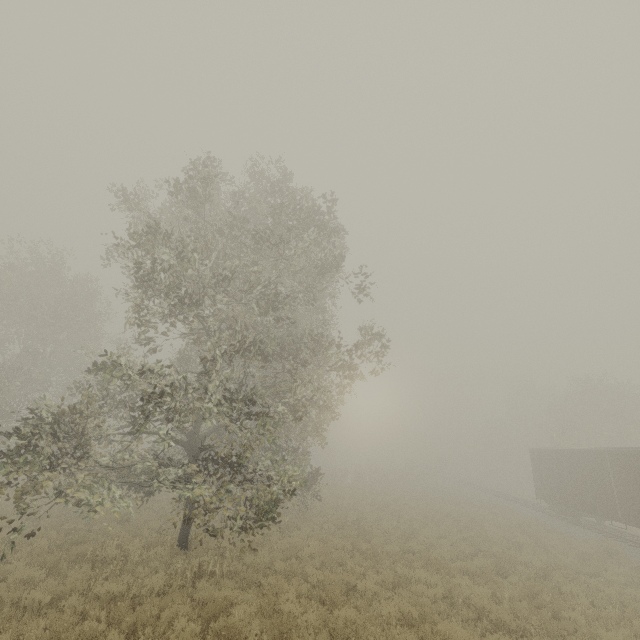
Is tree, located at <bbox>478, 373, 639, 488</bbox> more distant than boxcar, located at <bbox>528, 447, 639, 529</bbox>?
Yes

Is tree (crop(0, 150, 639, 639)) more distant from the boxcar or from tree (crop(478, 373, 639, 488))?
the boxcar

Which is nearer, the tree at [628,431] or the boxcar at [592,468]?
the boxcar at [592,468]

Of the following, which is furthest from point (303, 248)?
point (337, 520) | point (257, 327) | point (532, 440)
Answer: point (532, 440)

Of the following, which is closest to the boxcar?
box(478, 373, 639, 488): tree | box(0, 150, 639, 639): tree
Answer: box(478, 373, 639, 488): tree

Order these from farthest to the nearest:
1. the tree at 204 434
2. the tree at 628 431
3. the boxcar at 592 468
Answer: the tree at 628 431 → the boxcar at 592 468 → the tree at 204 434

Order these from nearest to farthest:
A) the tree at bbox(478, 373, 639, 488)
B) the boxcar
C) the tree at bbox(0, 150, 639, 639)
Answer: the tree at bbox(0, 150, 639, 639) → the boxcar → the tree at bbox(478, 373, 639, 488)
